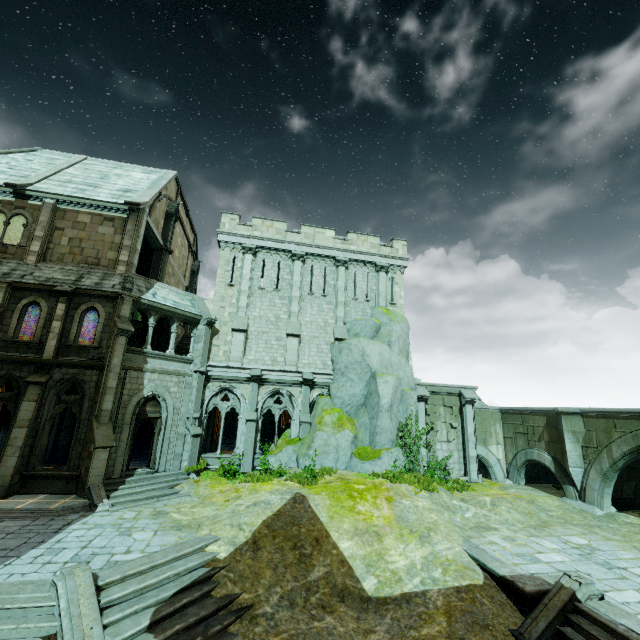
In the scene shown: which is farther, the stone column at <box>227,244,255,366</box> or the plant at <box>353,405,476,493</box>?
the stone column at <box>227,244,255,366</box>

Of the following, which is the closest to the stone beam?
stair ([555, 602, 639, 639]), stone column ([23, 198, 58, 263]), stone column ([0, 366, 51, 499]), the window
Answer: stone column ([23, 198, 58, 263])

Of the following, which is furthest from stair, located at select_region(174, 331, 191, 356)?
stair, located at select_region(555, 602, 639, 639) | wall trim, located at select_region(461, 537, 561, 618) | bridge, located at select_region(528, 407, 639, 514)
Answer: bridge, located at select_region(528, 407, 639, 514)

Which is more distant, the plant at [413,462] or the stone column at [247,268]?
the stone column at [247,268]

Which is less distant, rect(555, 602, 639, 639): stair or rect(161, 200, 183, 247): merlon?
rect(555, 602, 639, 639): stair

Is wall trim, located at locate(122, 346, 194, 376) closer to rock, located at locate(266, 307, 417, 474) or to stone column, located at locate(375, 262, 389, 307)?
rock, located at locate(266, 307, 417, 474)

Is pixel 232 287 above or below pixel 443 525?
above

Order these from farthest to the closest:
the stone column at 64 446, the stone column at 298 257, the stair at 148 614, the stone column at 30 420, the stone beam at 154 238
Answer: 1. the stone column at 298 257
2. the stone beam at 154 238
3. the stone column at 64 446
4. the stone column at 30 420
5. the stair at 148 614
